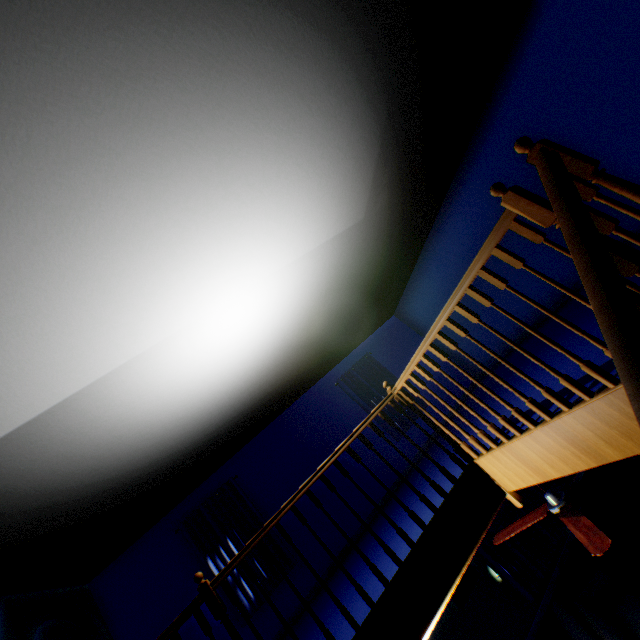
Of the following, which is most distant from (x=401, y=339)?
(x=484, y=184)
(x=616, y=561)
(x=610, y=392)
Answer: (x=610, y=392)

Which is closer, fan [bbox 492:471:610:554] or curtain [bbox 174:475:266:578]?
fan [bbox 492:471:610:554]

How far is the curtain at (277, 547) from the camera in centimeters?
634cm

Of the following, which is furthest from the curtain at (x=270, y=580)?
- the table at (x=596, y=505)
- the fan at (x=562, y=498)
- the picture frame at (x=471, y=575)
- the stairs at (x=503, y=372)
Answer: the table at (x=596, y=505)

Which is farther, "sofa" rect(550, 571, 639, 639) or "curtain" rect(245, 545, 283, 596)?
"curtain" rect(245, 545, 283, 596)

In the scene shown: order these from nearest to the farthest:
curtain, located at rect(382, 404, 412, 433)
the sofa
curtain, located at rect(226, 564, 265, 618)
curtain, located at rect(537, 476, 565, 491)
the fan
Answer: the fan → the sofa → curtain, located at rect(226, 564, 265, 618) → curtain, located at rect(537, 476, 565, 491) → curtain, located at rect(382, 404, 412, 433)

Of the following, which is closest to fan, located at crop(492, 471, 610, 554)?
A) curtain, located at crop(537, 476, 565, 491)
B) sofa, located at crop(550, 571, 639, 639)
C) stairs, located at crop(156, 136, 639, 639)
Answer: stairs, located at crop(156, 136, 639, 639)

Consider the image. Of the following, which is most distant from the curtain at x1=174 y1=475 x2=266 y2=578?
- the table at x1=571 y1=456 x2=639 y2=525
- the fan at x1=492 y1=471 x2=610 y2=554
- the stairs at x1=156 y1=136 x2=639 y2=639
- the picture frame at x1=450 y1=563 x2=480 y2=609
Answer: the table at x1=571 y1=456 x2=639 y2=525
